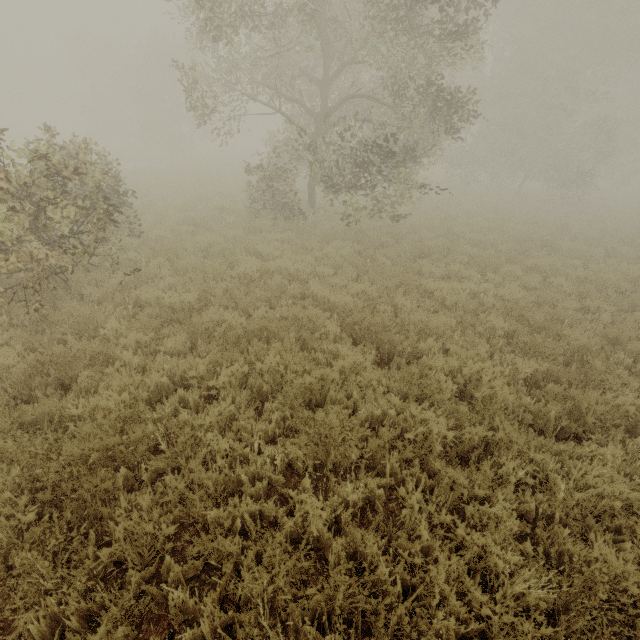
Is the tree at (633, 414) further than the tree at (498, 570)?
Yes

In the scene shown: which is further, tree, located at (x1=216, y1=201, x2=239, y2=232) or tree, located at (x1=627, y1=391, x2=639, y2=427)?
tree, located at (x1=216, y1=201, x2=239, y2=232)

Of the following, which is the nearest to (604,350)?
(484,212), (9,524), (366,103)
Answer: (9,524)

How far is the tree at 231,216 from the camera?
11.56m

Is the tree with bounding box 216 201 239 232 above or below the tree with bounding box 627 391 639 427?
above

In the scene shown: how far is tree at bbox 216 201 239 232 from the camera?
11.6 meters
